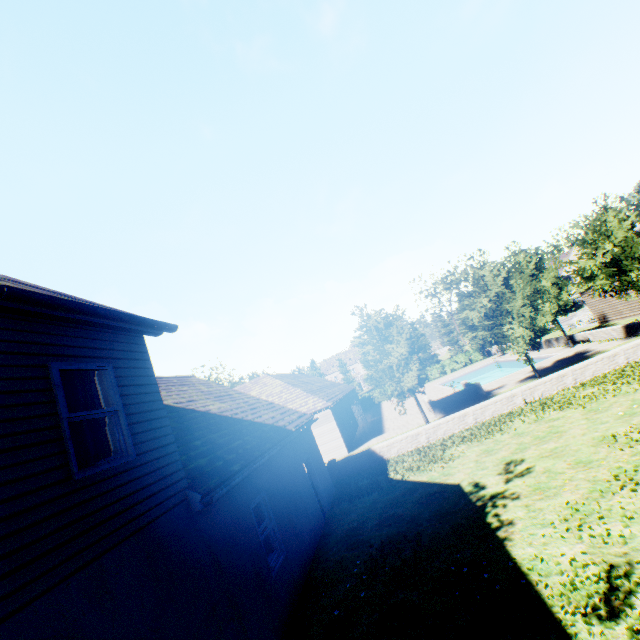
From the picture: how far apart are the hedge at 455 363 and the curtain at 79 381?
46.2 meters

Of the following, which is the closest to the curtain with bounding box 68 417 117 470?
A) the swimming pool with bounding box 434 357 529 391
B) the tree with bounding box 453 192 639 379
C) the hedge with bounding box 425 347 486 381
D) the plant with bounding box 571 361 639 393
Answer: the tree with bounding box 453 192 639 379

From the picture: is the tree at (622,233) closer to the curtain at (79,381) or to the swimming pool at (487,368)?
the swimming pool at (487,368)

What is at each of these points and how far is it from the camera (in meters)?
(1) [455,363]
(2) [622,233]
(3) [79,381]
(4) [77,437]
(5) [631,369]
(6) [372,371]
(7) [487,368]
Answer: (1) hedge, 46.31
(2) tree, 16.80
(3) curtain, 5.10
(4) curtain, 4.73
(5) plant, 14.16
(6) tree, 19.59
(7) swimming pool, 39.19

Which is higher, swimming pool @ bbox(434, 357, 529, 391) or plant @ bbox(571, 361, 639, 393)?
plant @ bbox(571, 361, 639, 393)

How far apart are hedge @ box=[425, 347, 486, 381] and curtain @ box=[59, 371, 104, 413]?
46.20m

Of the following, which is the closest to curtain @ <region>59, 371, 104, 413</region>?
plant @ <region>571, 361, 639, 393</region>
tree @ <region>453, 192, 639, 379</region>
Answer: tree @ <region>453, 192, 639, 379</region>
